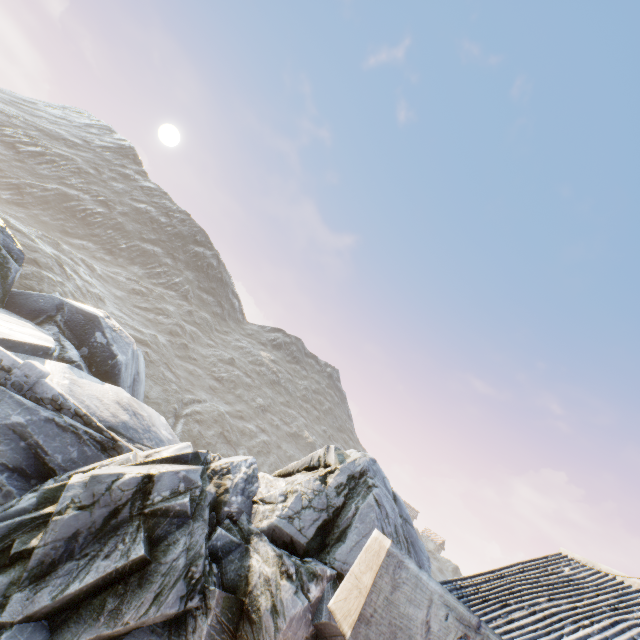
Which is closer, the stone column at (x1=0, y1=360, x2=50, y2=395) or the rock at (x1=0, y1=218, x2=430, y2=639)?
the rock at (x1=0, y1=218, x2=430, y2=639)

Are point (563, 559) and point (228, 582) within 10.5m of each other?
yes

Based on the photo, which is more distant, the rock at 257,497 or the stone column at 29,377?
the stone column at 29,377
